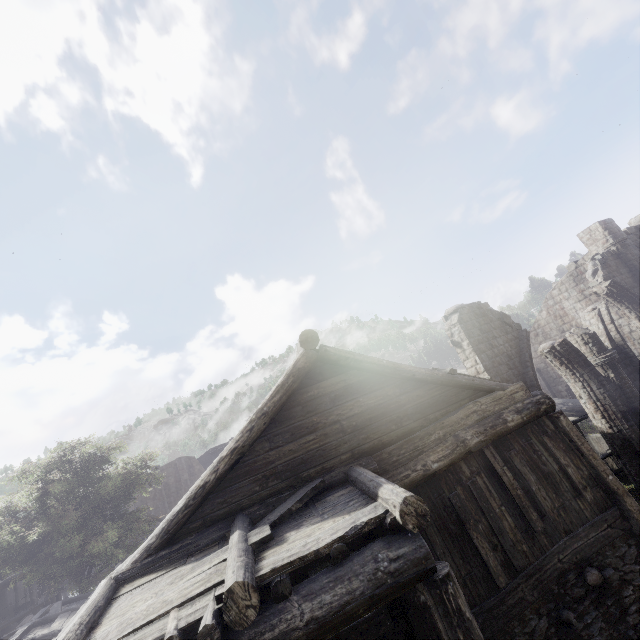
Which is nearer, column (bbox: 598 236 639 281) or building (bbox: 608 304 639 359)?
column (bbox: 598 236 639 281)

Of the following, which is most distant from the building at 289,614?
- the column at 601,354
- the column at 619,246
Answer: the column at 601,354

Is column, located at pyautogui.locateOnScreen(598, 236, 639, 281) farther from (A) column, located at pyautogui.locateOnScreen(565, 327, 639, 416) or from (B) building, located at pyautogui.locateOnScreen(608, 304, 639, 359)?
(A) column, located at pyautogui.locateOnScreen(565, 327, 639, 416)

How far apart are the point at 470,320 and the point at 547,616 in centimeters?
808cm

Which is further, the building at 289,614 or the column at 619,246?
the column at 619,246

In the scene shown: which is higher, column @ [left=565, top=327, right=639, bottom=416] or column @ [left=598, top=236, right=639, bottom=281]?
column @ [left=598, top=236, right=639, bottom=281]

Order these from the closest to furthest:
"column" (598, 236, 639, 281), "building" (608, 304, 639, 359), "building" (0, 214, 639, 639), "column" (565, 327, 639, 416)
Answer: "building" (0, 214, 639, 639)
"column" (565, 327, 639, 416)
"column" (598, 236, 639, 281)
"building" (608, 304, 639, 359)
